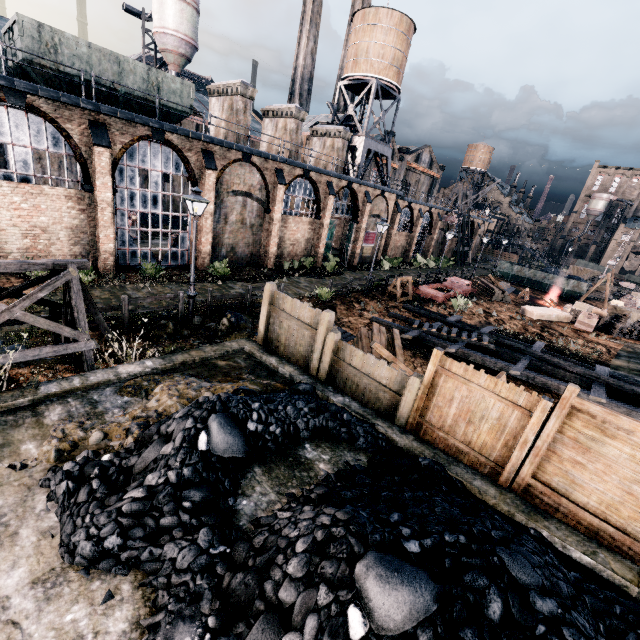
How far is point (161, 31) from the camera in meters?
35.8

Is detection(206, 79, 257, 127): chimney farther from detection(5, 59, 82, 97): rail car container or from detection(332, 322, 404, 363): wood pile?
detection(332, 322, 404, 363): wood pile

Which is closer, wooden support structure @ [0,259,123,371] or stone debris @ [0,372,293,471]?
stone debris @ [0,372,293,471]

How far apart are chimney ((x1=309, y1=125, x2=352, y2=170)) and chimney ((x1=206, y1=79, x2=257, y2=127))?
10.4 meters

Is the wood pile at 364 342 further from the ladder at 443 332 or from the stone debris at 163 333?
the stone debris at 163 333

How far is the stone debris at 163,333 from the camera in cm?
1304

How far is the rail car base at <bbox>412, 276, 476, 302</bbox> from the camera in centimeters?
2572cm

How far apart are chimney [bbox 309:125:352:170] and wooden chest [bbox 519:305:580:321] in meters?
22.1 m
